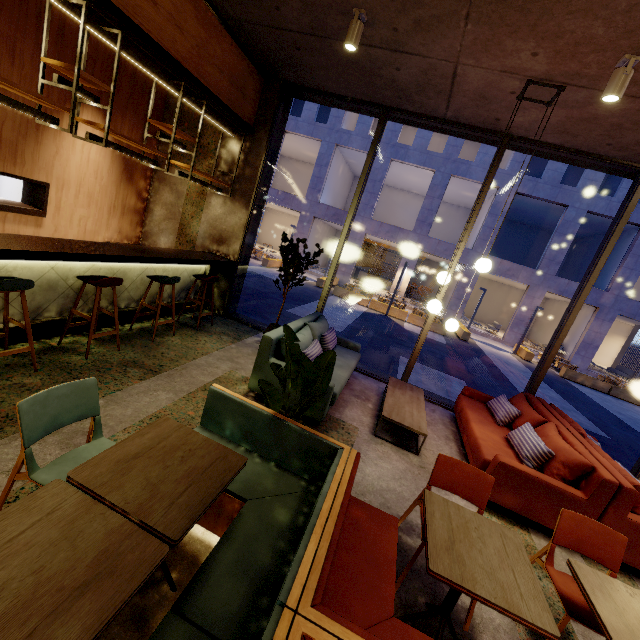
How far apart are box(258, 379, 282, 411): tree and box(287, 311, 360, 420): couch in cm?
100

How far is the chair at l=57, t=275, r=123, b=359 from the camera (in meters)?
3.70

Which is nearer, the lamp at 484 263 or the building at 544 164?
the lamp at 484 263

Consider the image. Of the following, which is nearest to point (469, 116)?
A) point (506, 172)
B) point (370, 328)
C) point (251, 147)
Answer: point (251, 147)

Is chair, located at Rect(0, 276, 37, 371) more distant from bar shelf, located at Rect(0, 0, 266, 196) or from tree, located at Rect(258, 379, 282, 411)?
tree, located at Rect(258, 379, 282, 411)

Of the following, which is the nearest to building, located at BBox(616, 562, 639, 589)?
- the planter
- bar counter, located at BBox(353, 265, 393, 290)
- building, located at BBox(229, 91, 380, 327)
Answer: the planter

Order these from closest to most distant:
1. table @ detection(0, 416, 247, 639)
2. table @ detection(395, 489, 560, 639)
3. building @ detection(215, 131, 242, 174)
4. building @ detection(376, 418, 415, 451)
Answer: table @ detection(0, 416, 247, 639)
table @ detection(395, 489, 560, 639)
building @ detection(376, 418, 415, 451)
building @ detection(215, 131, 242, 174)

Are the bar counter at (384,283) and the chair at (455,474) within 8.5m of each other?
no
